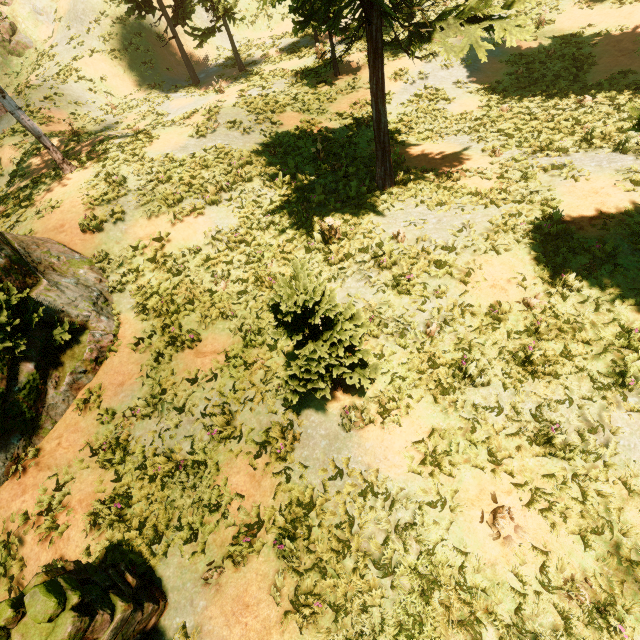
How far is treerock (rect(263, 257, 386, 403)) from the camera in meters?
4.4 m

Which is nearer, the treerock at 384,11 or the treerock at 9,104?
the treerock at 384,11

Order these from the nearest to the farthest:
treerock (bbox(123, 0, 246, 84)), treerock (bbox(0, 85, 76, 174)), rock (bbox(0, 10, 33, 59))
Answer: treerock (bbox(0, 85, 76, 174))
treerock (bbox(123, 0, 246, 84))
rock (bbox(0, 10, 33, 59))

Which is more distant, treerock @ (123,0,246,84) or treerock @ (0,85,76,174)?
treerock @ (123,0,246,84)

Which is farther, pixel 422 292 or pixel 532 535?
pixel 422 292

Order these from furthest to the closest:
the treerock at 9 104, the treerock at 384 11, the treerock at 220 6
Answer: the treerock at 220 6 → the treerock at 9 104 → the treerock at 384 11

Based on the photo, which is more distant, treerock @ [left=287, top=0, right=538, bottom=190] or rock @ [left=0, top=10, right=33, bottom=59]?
rock @ [left=0, top=10, right=33, bottom=59]
